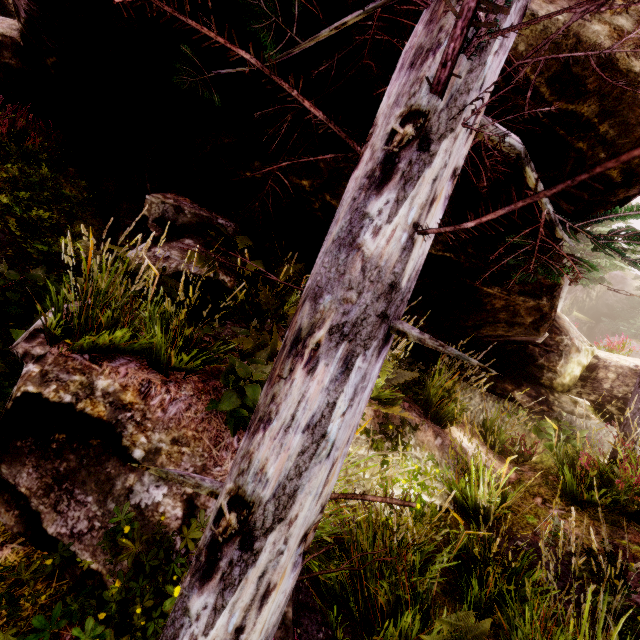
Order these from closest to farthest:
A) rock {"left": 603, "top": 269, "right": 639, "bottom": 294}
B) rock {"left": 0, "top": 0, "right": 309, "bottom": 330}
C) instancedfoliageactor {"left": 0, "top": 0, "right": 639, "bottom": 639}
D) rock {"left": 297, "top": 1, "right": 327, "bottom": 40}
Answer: instancedfoliageactor {"left": 0, "top": 0, "right": 639, "bottom": 639} → rock {"left": 297, "top": 1, "right": 327, "bottom": 40} → rock {"left": 0, "top": 0, "right": 309, "bottom": 330} → rock {"left": 603, "top": 269, "right": 639, "bottom": 294}

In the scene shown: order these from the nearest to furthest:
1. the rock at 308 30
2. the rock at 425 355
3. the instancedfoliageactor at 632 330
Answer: the rock at 308 30, the rock at 425 355, the instancedfoliageactor at 632 330

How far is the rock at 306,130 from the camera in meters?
3.9 m

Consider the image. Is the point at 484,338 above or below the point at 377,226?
above

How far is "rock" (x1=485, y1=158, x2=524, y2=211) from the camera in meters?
3.7 m

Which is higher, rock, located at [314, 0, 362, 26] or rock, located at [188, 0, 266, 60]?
rock, located at [188, 0, 266, 60]
